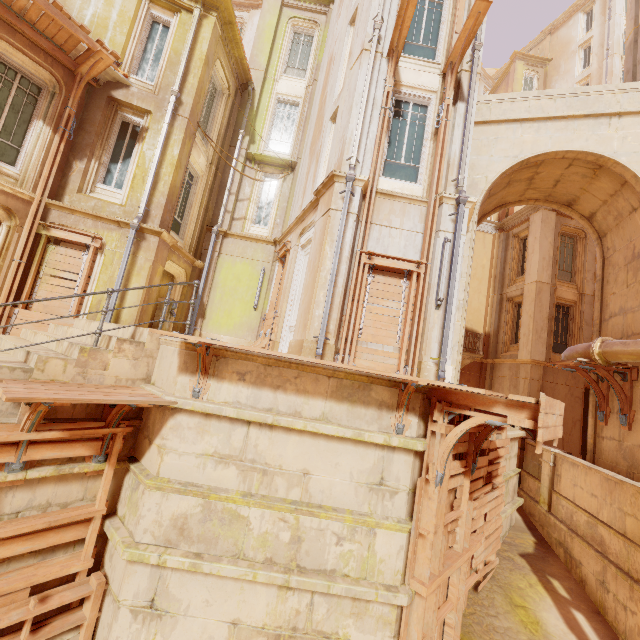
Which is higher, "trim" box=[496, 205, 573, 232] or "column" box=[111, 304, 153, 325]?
"trim" box=[496, 205, 573, 232]

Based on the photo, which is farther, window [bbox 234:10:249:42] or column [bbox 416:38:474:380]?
window [bbox 234:10:249:42]

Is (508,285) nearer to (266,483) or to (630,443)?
(630,443)

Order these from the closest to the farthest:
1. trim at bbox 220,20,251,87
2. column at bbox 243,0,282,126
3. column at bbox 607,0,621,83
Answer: trim at bbox 220,20,251,87
column at bbox 243,0,282,126
column at bbox 607,0,621,83

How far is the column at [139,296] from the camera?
9.11m

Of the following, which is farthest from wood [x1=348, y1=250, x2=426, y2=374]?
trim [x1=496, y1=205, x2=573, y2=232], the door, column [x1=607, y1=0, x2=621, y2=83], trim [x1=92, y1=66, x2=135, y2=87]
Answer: column [x1=607, y1=0, x2=621, y2=83]

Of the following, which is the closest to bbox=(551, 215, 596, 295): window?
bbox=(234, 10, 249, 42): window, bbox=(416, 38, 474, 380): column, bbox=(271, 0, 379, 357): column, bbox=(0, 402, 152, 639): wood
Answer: bbox=(416, 38, 474, 380): column

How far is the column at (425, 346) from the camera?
7.4m
